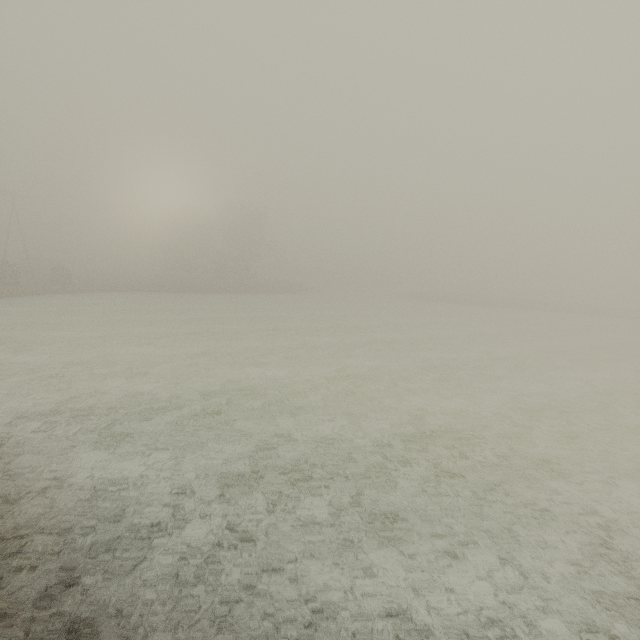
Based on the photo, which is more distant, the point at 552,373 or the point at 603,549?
the point at 552,373
